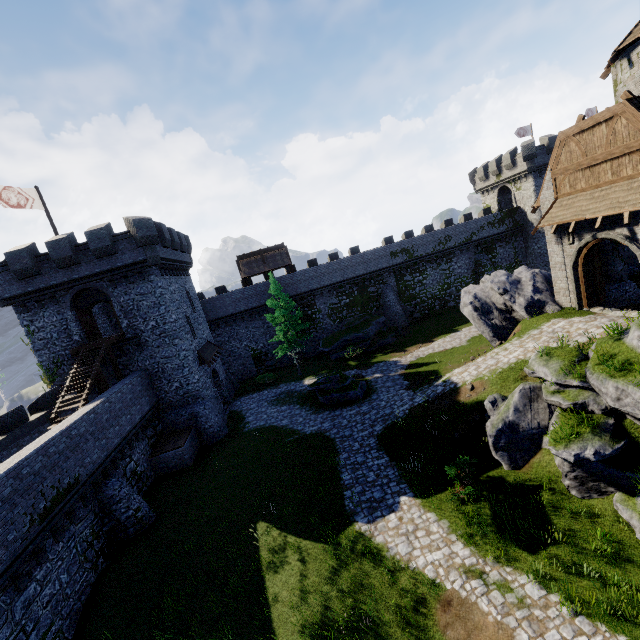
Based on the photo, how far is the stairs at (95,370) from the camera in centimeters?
1744cm

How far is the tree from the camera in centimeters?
3064cm

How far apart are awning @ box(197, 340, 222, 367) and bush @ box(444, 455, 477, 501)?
19.4 meters

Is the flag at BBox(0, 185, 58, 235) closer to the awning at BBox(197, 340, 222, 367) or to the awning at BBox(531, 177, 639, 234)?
the awning at BBox(197, 340, 222, 367)

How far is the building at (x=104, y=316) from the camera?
28.5m

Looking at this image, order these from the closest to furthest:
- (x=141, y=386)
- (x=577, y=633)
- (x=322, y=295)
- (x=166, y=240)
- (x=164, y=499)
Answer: (x=577, y=633), (x=164, y=499), (x=141, y=386), (x=166, y=240), (x=322, y=295)

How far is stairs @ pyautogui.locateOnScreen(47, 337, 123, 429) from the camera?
17.4 meters

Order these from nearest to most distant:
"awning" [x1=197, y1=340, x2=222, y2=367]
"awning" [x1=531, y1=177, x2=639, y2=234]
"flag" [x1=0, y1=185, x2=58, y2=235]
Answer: "awning" [x1=531, y1=177, x2=639, y2=234] → "flag" [x1=0, y1=185, x2=58, y2=235] → "awning" [x1=197, y1=340, x2=222, y2=367]
